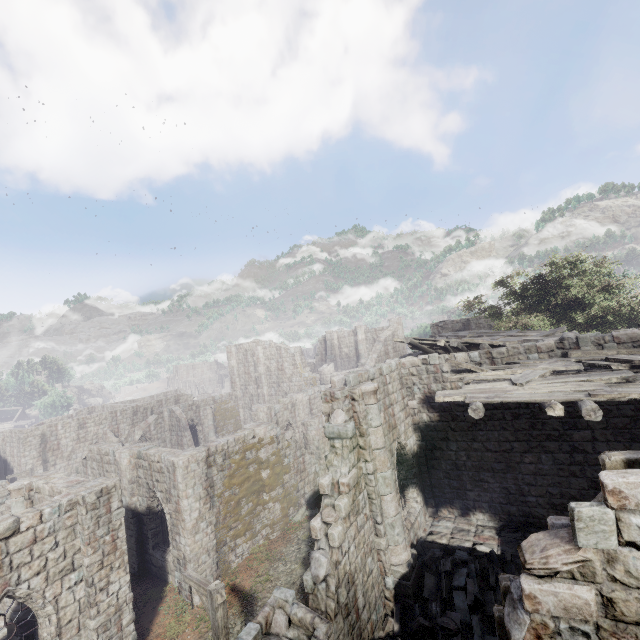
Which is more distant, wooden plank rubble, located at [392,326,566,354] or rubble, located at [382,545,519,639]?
wooden plank rubble, located at [392,326,566,354]

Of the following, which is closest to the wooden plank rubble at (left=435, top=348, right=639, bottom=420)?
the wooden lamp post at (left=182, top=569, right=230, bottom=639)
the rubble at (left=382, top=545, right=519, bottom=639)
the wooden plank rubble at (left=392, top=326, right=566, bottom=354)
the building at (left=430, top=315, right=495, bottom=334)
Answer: the building at (left=430, top=315, right=495, bottom=334)

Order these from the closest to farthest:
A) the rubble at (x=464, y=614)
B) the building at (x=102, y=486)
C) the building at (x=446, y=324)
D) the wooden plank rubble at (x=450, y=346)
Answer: the building at (x=102, y=486) < the rubble at (x=464, y=614) < the wooden plank rubble at (x=450, y=346) < the building at (x=446, y=324)

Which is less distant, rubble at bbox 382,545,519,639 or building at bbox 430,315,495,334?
rubble at bbox 382,545,519,639

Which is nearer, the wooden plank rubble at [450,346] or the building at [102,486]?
the building at [102,486]

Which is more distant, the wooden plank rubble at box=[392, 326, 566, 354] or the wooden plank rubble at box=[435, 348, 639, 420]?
the wooden plank rubble at box=[392, 326, 566, 354]

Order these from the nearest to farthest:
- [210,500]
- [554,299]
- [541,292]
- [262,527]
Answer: [210,500], [262,527], [554,299], [541,292]

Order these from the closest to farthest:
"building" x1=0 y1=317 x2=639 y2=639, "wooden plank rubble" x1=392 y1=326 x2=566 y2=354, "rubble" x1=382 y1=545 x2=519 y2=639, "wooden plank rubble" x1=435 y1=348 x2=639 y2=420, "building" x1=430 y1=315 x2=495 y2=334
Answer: "building" x1=0 y1=317 x2=639 y2=639 → "wooden plank rubble" x1=435 y1=348 x2=639 y2=420 → "rubble" x1=382 y1=545 x2=519 y2=639 → "wooden plank rubble" x1=392 y1=326 x2=566 y2=354 → "building" x1=430 y1=315 x2=495 y2=334
